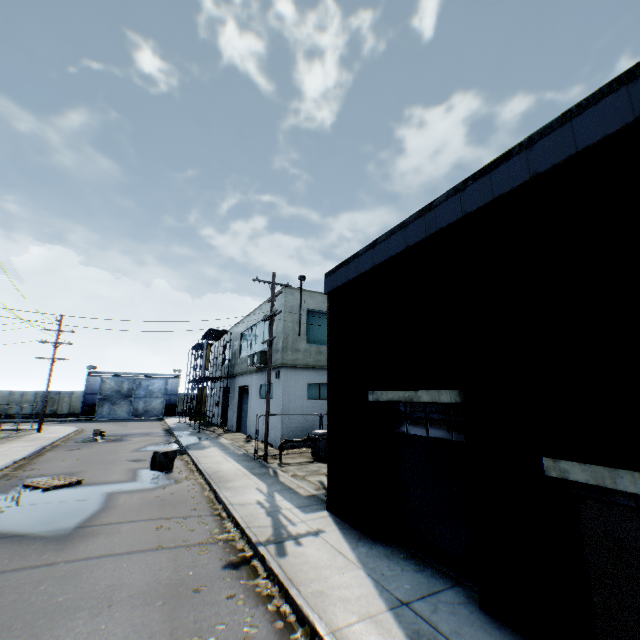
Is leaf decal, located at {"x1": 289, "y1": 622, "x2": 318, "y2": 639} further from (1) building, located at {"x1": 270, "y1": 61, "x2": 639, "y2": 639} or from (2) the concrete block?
(2) the concrete block

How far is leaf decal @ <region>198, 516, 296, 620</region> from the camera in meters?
5.2 m

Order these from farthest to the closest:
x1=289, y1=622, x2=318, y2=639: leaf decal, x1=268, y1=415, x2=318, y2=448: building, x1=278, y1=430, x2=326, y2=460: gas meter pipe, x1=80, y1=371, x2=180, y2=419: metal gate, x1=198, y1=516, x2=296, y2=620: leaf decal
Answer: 1. x1=80, y1=371, x2=180, y2=419: metal gate
2. x1=268, y1=415, x2=318, y2=448: building
3. x1=278, y1=430, x2=326, y2=460: gas meter pipe
4. x1=198, y1=516, x2=296, y2=620: leaf decal
5. x1=289, y1=622, x2=318, y2=639: leaf decal

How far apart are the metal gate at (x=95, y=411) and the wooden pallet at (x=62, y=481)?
36.2 meters

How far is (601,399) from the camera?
3.9 meters

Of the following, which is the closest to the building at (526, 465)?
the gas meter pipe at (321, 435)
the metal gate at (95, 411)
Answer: the gas meter pipe at (321, 435)

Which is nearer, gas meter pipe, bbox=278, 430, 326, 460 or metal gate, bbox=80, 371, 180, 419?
gas meter pipe, bbox=278, 430, 326, 460

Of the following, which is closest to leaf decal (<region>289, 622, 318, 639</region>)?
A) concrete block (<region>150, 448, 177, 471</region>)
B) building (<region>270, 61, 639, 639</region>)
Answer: building (<region>270, 61, 639, 639</region>)
